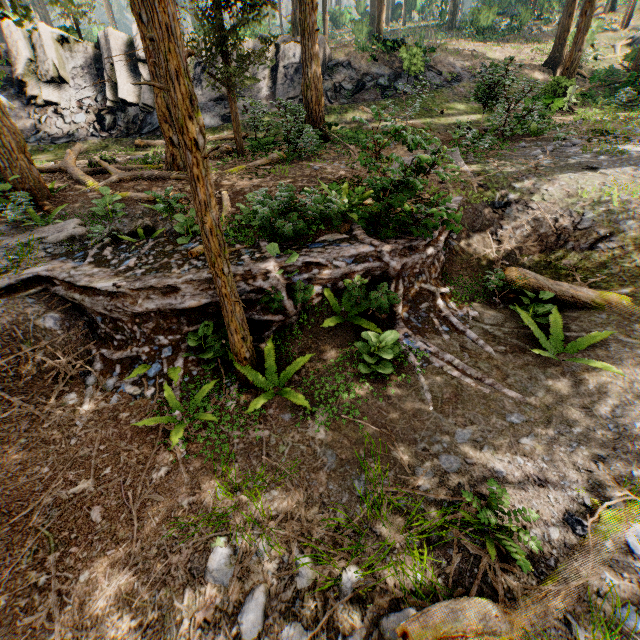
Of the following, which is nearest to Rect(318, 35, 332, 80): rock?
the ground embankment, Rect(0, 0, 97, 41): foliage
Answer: Rect(0, 0, 97, 41): foliage

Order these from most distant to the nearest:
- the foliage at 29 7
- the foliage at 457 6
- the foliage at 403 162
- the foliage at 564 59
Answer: the foliage at 457 6
the foliage at 564 59
the foliage at 403 162
the foliage at 29 7

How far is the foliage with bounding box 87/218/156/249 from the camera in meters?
7.9 m

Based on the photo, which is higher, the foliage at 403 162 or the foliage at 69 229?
the foliage at 403 162

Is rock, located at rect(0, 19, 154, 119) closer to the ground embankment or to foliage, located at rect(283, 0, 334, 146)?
foliage, located at rect(283, 0, 334, 146)

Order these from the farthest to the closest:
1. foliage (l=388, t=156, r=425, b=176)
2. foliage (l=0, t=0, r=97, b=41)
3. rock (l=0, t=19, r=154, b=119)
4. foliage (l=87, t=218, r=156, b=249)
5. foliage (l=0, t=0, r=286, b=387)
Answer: rock (l=0, t=19, r=154, b=119) → foliage (l=87, t=218, r=156, b=249) → foliage (l=388, t=156, r=425, b=176) → foliage (l=0, t=0, r=97, b=41) → foliage (l=0, t=0, r=286, b=387)

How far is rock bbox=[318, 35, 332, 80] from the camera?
20.3m

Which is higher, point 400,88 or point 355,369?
point 400,88
